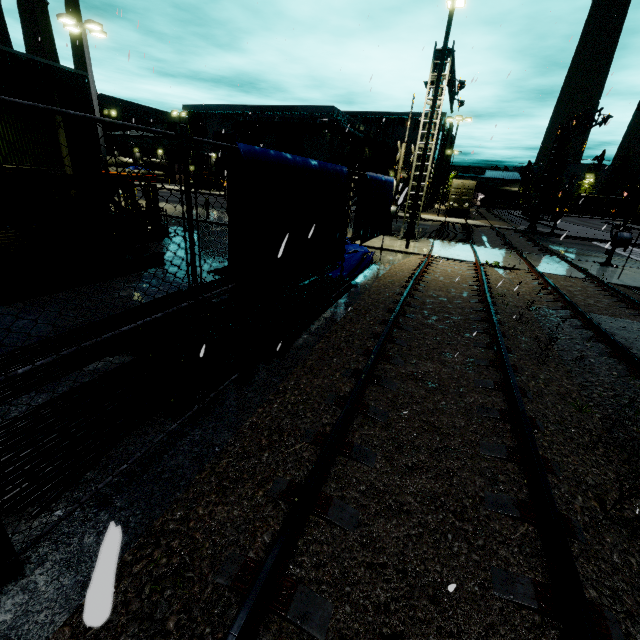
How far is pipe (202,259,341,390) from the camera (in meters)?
5.14

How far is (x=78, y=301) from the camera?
7.1m

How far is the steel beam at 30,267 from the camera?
7.4 meters

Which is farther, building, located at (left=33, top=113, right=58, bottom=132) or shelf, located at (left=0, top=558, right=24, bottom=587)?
building, located at (left=33, top=113, right=58, bottom=132)

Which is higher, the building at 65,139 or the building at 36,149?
the building at 65,139

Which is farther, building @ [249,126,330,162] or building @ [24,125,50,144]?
building @ [249,126,330,162]

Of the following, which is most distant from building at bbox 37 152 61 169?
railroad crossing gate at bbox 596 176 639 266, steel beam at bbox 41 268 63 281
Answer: railroad crossing gate at bbox 596 176 639 266

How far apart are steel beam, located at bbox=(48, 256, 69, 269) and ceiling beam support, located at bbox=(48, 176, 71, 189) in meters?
0.5
